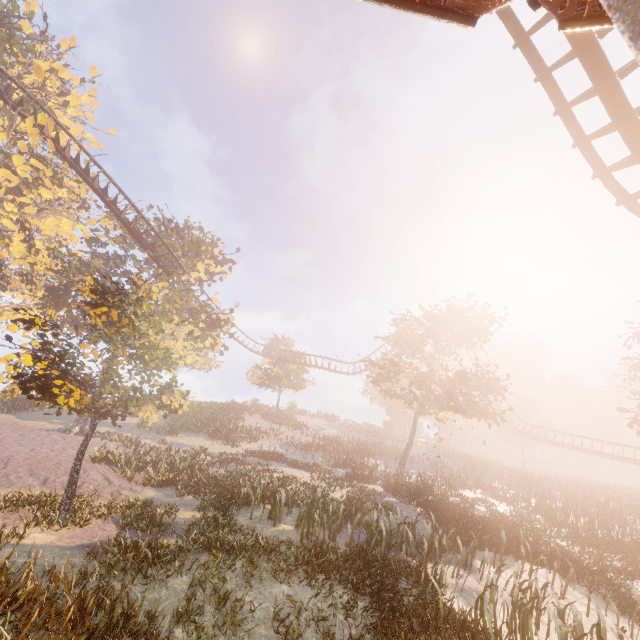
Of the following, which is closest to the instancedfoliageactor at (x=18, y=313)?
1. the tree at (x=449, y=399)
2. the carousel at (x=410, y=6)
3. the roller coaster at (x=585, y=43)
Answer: the carousel at (x=410, y=6)

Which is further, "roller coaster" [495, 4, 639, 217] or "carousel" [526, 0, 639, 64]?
"roller coaster" [495, 4, 639, 217]

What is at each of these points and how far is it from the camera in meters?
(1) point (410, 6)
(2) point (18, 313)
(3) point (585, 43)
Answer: (1) carousel, 1.1 m
(2) instancedfoliageactor, 30.3 m
(3) roller coaster, 6.2 m

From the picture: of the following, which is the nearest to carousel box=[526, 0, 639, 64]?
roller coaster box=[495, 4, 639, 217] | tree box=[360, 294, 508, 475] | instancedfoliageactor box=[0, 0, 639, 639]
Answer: instancedfoliageactor box=[0, 0, 639, 639]

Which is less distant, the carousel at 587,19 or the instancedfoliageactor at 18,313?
the carousel at 587,19

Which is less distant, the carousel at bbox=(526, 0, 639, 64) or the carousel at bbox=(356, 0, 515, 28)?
the carousel at bbox=(526, 0, 639, 64)

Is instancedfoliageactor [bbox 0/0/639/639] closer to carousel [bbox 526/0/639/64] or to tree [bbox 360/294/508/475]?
carousel [bbox 526/0/639/64]

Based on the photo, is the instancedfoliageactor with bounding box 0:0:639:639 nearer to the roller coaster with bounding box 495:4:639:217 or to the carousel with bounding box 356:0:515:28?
the carousel with bounding box 356:0:515:28
